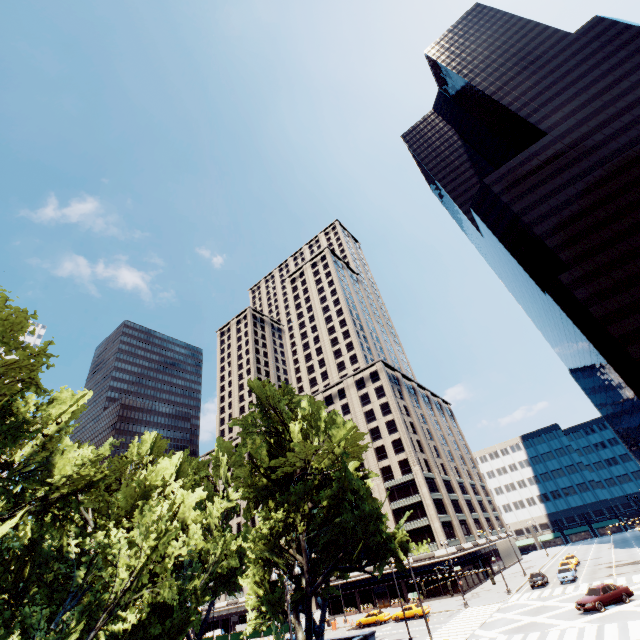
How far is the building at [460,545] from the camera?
53.7m

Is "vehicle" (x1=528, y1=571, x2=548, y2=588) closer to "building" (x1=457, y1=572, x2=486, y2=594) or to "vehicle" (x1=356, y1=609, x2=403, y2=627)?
"building" (x1=457, y1=572, x2=486, y2=594)

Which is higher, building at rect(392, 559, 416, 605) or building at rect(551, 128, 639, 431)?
building at rect(551, 128, 639, 431)

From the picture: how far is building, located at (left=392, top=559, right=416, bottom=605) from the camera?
55.0 meters

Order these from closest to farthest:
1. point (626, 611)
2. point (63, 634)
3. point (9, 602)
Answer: point (63, 634), point (9, 602), point (626, 611)

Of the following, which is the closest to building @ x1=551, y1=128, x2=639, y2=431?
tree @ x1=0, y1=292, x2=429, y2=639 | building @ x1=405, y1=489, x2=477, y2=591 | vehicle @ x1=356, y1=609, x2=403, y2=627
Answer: building @ x1=405, y1=489, x2=477, y2=591

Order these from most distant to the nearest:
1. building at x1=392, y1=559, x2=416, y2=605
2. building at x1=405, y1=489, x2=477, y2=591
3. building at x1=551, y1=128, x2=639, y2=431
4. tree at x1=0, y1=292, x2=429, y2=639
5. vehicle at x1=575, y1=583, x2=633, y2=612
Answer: building at x1=392, y1=559, x2=416, y2=605 → building at x1=405, y1=489, x2=477, y2=591 → building at x1=551, y1=128, x2=639, y2=431 → vehicle at x1=575, y1=583, x2=633, y2=612 → tree at x1=0, y1=292, x2=429, y2=639

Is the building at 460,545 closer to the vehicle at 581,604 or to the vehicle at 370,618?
the vehicle at 370,618
